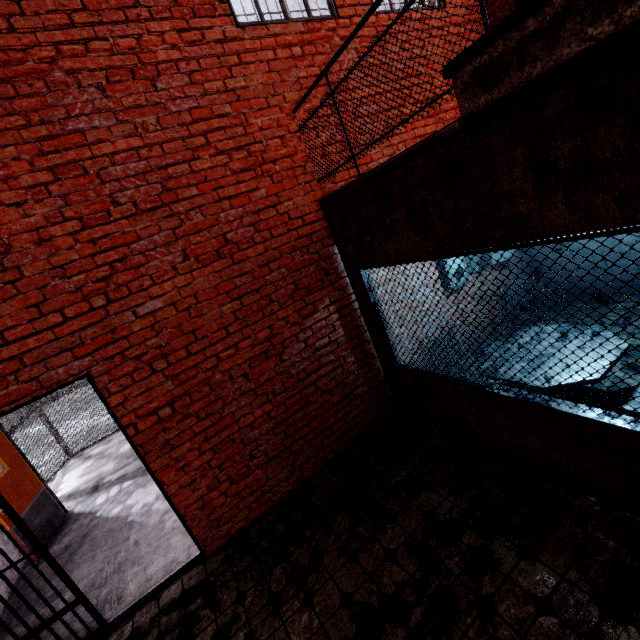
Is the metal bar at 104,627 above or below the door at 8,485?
below

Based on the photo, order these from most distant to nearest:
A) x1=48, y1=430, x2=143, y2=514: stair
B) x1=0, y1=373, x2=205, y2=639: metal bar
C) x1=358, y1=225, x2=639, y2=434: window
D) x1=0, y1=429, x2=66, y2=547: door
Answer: x1=48, y1=430, x2=143, y2=514: stair, x1=0, y1=429, x2=66, y2=547: door, x1=0, y1=373, x2=205, y2=639: metal bar, x1=358, y1=225, x2=639, y2=434: window

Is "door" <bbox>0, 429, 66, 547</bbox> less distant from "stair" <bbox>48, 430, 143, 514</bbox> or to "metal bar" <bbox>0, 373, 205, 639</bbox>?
"stair" <bbox>48, 430, 143, 514</bbox>

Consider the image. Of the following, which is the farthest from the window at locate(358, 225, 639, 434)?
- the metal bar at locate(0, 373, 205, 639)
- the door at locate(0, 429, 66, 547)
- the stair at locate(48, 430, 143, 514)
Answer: the door at locate(0, 429, 66, 547)

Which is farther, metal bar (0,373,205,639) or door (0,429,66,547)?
door (0,429,66,547)

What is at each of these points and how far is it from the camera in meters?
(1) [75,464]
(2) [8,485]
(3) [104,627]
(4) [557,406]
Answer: (1) stair, 7.4 m
(2) door, 4.7 m
(3) metal bar, 3.2 m
(4) window, 2.5 m

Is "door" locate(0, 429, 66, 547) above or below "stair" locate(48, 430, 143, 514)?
above

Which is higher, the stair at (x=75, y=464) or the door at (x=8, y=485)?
the door at (x=8, y=485)
